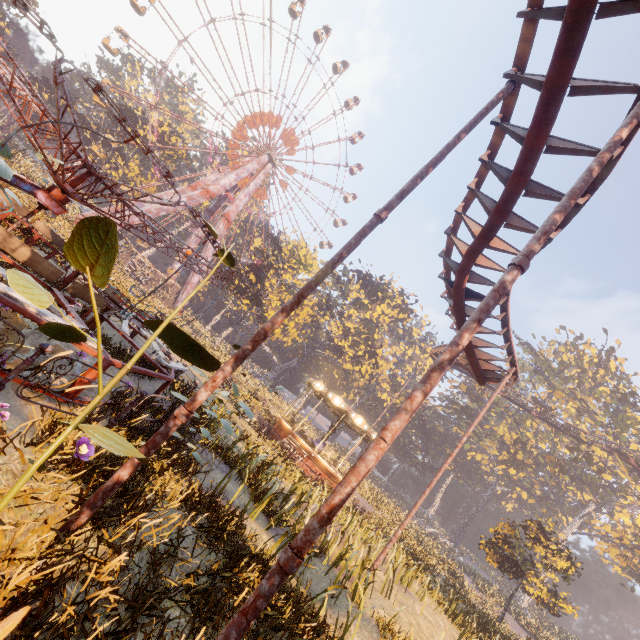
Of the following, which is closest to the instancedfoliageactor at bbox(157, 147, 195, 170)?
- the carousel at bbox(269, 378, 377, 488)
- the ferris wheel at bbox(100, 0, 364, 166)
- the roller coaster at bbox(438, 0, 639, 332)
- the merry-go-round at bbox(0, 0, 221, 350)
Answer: the ferris wheel at bbox(100, 0, 364, 166)

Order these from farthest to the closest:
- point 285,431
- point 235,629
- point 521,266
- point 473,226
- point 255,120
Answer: point 255,120, point 285,431, point 473,226, point 521,266, point 235,629

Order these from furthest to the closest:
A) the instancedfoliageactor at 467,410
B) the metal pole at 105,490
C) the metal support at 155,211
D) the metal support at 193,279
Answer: the instancedfoliageactor at 467,410, the metal support at 193,279, the metal support at 155,211, the metal pole at 105,490

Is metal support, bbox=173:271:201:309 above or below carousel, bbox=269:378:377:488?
above

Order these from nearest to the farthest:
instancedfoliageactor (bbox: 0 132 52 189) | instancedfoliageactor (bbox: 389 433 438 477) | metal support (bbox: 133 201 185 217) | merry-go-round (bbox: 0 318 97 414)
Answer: merry-go-round (bbox: 0 318 97 414), instancedfoliageactor (bbox: 0 132 52 189), metal support (bbox: 133 201 185 217), instancedfoliageactor (bbox: 389 433 438 477)

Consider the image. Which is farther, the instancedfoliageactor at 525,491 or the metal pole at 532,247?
the instancedfoliageactor at 525,491

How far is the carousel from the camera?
20.9m

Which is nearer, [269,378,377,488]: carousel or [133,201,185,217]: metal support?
[269,378,377,488]: carousel
